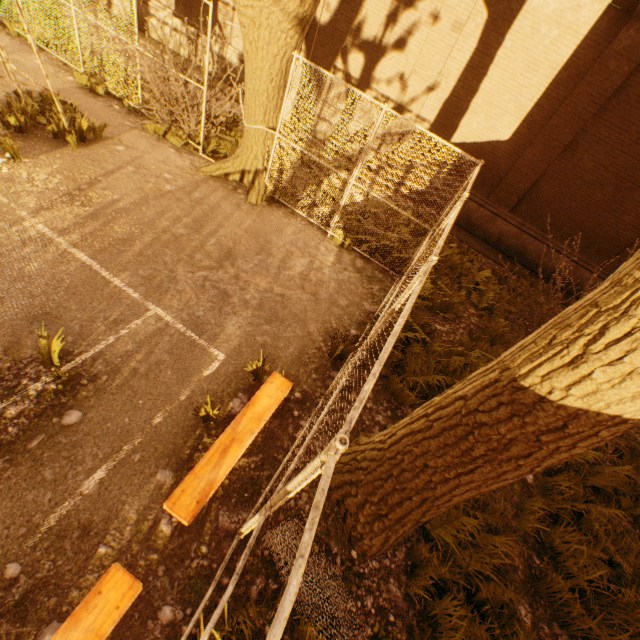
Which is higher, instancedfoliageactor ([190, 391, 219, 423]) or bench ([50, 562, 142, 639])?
bench ([50, 562, 142, 639])

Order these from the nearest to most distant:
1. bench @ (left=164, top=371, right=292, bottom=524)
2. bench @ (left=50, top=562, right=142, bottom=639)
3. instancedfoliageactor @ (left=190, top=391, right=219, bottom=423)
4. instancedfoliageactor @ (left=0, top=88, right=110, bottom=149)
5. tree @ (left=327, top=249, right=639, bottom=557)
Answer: tree @ (left=327, top=249, right=639, bottom=557) → bench @ (left=50, top=562, right=142, bottom=639) → bench @ (left=164, top=371, right=292, bottom=524) → instancedfoliageactor @ (left=190, top=391, right=219, bottom=423) → instancedfoliageactor @ (left=0, top=88, right=110, bottom=149)

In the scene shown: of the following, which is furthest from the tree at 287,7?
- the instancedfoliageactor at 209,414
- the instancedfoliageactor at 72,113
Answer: the instancedfoliageactor at 72,113

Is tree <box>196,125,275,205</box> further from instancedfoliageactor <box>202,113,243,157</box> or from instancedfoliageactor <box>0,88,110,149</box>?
instancedfoliageactor <box>0,88,110,149</box>

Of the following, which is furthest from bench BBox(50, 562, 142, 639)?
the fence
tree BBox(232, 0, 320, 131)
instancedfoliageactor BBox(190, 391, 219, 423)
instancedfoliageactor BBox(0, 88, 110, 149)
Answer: instancedfoliageactor BBox(0, 88, 110, 149)

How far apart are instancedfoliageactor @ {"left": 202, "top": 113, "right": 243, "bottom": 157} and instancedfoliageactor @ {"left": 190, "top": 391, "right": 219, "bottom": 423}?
7.87m

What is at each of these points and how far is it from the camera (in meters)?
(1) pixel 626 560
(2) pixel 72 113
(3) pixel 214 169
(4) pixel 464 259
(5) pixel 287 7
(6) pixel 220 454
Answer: (1) instancedfoliageactor, 4.97
(2) instancedfoliageactor, 7.30
(3) tree, 7.84
(4) instancedfoliageactor, 8.78
(5) tree, 5.46
(6) bench, 3.61

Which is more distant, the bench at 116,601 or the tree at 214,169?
the tree at 214,169
